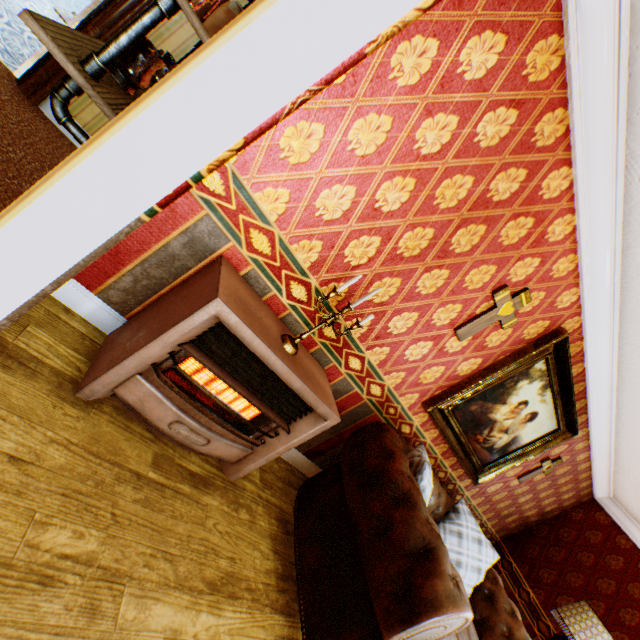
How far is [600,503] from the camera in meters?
5.4

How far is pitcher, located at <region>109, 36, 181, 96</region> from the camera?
1.4m

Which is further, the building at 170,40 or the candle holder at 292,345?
the building at 170,40

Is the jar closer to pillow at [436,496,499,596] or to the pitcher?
the pitcher

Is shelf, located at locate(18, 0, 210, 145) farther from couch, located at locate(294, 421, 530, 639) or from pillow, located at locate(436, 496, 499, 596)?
pillow, located at locate(436, 496, 499, 596)

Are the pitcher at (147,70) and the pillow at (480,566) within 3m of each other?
no

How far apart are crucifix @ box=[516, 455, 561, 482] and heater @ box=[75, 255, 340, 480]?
3.7m

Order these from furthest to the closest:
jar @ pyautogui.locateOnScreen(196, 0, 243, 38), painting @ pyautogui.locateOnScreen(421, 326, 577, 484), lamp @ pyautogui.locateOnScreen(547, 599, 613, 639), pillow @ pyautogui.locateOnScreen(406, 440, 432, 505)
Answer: lamp @ pyautogui.locateOnScreen(547, 599, 613, 639), painting @ pyautogui.locateOnScreen(421, 326, 577, 484), pillow @ pyautogui.locateOnScreen(406, 440, 432, 505), jar @ pyautogui.locateOnScreen(196, 0, 243, 38)
